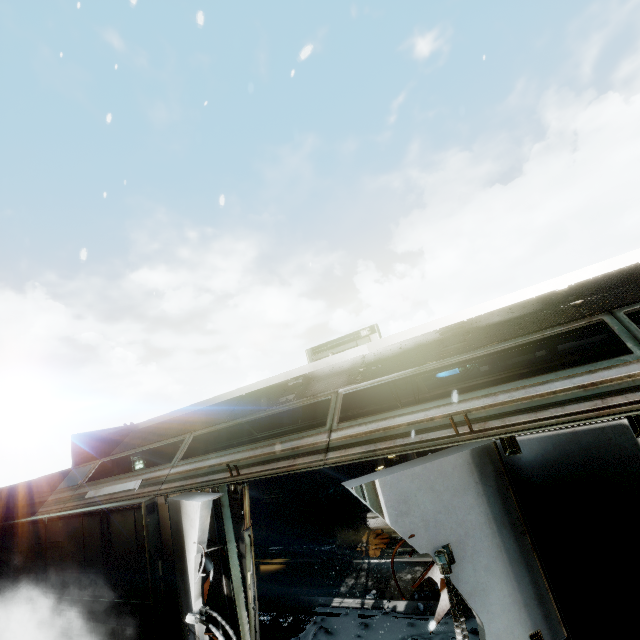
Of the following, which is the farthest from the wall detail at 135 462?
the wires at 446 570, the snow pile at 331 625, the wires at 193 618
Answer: the wires at 446 570

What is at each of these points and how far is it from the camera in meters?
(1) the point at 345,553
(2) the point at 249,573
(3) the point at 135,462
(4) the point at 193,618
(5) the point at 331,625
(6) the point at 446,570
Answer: (1) cloth, 8.5
(2) wall detail, 4.7
(3) wall detail, 11.8
(4) wires, 4.0
(5) snow pile, 6.0
(6) wires, 2.6

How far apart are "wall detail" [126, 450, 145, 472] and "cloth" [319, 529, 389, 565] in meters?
6.2

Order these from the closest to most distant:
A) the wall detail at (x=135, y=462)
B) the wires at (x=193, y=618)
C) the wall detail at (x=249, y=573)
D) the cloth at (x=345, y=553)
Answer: the wires at (x=193, y=618), the wall detail at (x=249, y=573), the cloth at (x=345, y=553), the wall detail at (x=135, y=462)

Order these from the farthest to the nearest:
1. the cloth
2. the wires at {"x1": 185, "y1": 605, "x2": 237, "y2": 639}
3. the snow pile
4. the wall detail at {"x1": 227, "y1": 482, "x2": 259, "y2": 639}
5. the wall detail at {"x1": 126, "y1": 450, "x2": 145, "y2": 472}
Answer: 1. the wall detail at {"x1": 126, "y1": 450, "x2": 145, "y2": 472}
2. the cloth
3. the snow pile
4. the wall detail at {"x1": 227, "y1": 482, "x2": 259, "y2": 639}
5. the wires at {"x1": 185, "y1": 605, "x2": 237, "y2": 639}

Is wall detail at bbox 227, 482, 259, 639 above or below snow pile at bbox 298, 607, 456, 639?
above

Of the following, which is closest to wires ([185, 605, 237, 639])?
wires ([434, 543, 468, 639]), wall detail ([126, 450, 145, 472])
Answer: wires ([434, 543, 468, 639])

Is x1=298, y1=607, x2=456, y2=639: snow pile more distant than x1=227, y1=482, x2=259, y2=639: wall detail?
Yes
